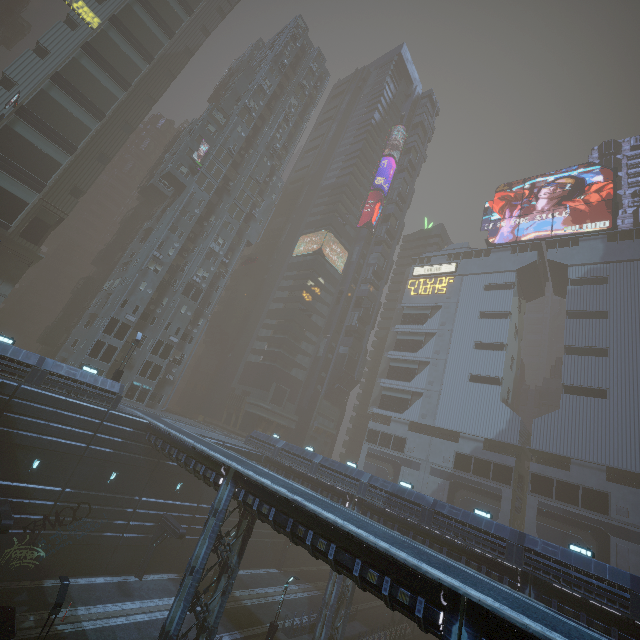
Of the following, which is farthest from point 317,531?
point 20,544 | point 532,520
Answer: point 532,520

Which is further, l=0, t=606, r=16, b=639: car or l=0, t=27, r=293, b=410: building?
l=0, t=27, r=293, b=410: building

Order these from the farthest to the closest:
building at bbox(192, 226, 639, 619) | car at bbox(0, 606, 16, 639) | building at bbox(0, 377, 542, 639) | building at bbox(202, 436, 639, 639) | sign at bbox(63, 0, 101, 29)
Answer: sign at bbox(63, 0, 101, 29), building at bbox(192, 226, 639, 619), building at bbox(202, 436, 639, 639), car at bbox(0, 606, 16, 639), building at bbox(0, 377, 542, 639)

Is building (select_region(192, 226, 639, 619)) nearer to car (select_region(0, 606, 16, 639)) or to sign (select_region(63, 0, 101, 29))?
sign (select_region(63, 0, 101, 29))

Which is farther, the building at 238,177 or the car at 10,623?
the building at 238,177

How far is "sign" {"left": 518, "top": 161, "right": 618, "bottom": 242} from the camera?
53.3m

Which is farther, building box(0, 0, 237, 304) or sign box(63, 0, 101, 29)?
sign box(63, 0, 101, 29)

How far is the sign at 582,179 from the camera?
53.31m
